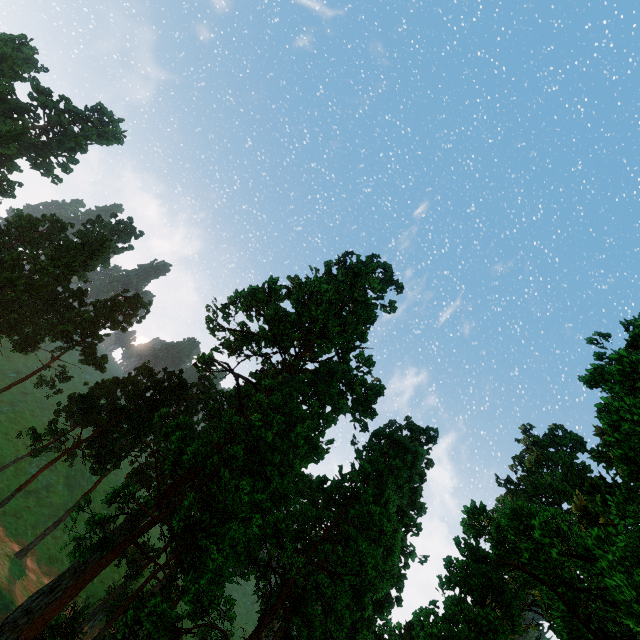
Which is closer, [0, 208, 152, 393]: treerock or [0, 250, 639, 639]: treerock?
[0, 250, 639, 639]: treerock

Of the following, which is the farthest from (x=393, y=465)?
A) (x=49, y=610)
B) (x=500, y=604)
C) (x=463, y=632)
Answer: (x=49, y=610)

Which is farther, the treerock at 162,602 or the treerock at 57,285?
the treerock at 57,285
